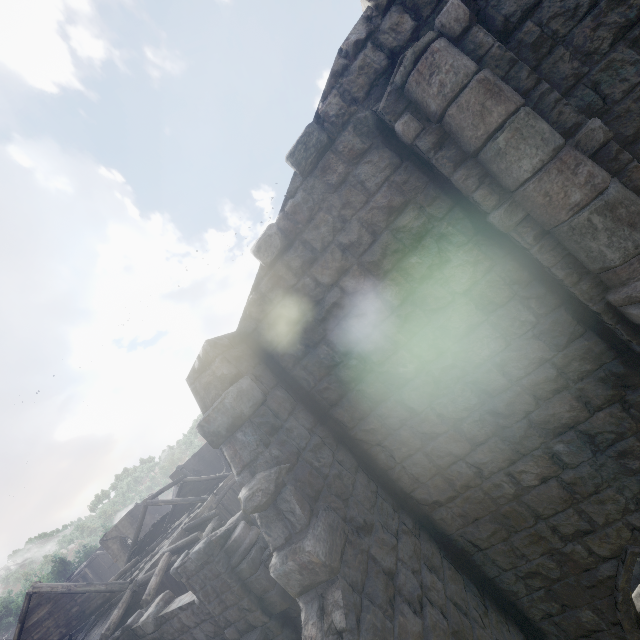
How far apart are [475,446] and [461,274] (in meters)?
2.64
